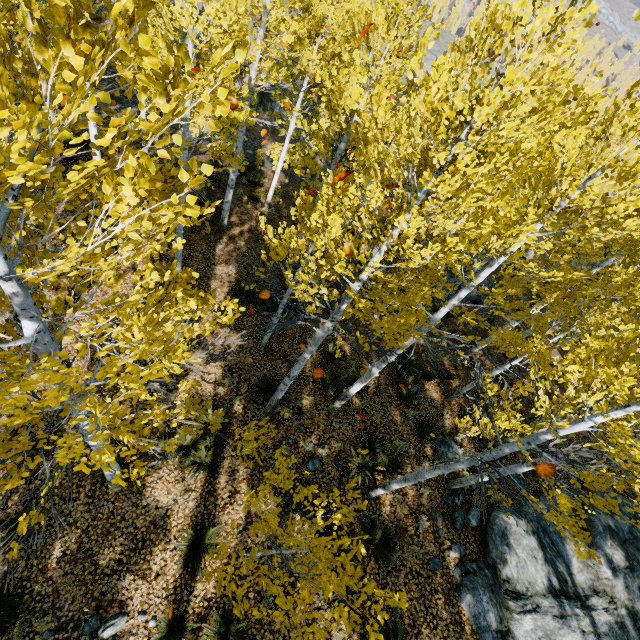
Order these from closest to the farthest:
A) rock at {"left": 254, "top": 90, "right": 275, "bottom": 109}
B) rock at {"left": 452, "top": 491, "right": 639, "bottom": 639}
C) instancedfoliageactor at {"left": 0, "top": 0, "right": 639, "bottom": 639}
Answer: instancedfoliageactor at {"left": 0, "top": 0, "right": 639, "bottom": 639} < rock at {"left": 452, "top": 491, "right": 639, "bottom": 639} < rock at {"left": 254, "top": 90, "right": 275, "bottom": 109}

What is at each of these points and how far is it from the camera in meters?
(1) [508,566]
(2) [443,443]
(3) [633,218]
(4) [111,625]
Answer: (1) rock, 8.0 m
(2) rock, 10.2 m
(3) instancedfoliageactor, 3.6 m
(4) rock, 6.1 m

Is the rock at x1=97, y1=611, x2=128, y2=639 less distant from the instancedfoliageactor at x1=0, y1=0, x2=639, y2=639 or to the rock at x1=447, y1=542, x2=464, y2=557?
the instancedfoliageactor at x1=0, y1=0, x2=639, y2=639

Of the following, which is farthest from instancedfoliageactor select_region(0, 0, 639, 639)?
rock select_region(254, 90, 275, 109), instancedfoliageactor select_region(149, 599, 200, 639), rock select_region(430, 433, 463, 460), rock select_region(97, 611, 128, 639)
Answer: rock select_region(97, 611, 128, 639)

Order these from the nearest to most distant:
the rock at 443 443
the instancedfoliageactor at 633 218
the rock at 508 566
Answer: the instancedfoliageactor at 633 218, the rock at 508 566, the rock at 443 443

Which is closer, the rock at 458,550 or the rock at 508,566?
the rock at 508,566

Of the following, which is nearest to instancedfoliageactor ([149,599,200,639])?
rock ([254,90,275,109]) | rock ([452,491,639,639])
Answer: rock ([452,491,639,639])

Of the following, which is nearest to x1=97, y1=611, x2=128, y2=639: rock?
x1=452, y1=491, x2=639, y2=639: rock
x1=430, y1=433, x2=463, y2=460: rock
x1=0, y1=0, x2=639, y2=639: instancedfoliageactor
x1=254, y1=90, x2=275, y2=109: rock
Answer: x1=0, y1=0, x2=639, y2=639: instancedfoliageactor
